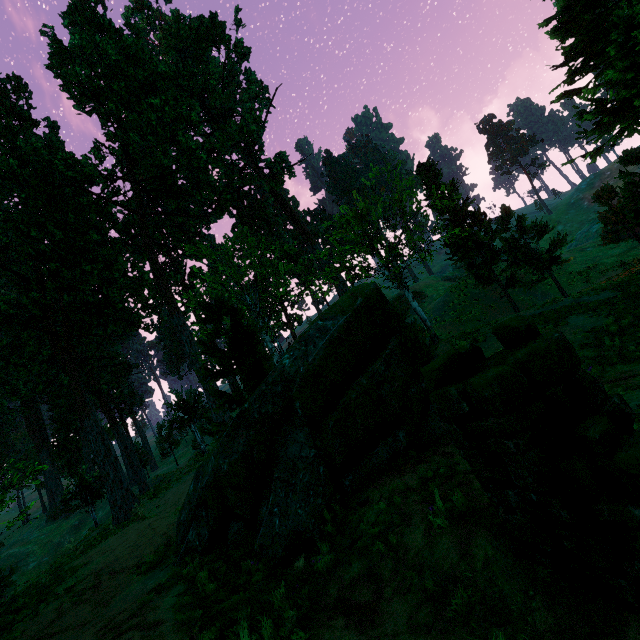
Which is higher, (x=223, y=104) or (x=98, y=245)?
(x=223, y=104)

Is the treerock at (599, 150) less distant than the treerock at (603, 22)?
No

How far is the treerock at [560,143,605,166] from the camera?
12.0 meters

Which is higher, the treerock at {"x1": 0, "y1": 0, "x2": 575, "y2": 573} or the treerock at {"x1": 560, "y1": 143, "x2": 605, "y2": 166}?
the treerock at {"x1": 560, "y1": 143, "x2": 605, "y2": 166}

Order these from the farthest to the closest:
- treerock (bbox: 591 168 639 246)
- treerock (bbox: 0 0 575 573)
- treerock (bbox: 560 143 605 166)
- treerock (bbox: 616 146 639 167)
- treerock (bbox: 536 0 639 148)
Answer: treerock (bbox: 591 168 639 246)
treerock (bbox: 616 146 639 167)
treerock (bbox: 560 143 605 166)
treerock (bbox: 536 0 639 148)
treerock (bbox: 0 0 575 573)

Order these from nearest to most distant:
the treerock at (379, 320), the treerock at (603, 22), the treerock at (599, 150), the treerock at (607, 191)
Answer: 1. the treerock at (379, 320)
2. the treerock at (603, 22)
3. the treerock at (599, 150)
4. the treerock at (607, 191)

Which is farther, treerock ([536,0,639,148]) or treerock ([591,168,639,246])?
treerock ([591,168,639,246])
